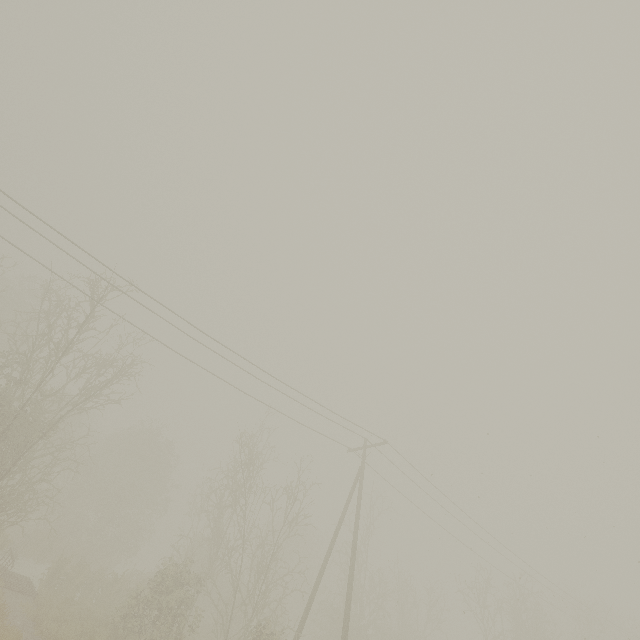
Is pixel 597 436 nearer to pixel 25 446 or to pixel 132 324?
pixel 132 324
